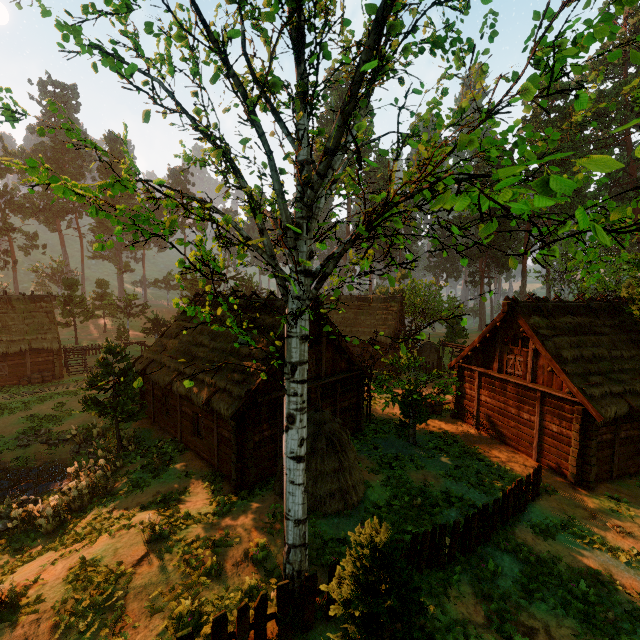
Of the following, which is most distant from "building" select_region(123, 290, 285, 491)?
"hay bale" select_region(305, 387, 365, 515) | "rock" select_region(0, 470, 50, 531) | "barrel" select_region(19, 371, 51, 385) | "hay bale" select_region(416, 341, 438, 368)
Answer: "rock" select_region(0, 470, 50, 531)

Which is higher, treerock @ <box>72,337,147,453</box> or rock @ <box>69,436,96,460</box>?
treerock @ <box>72,337,147,453</box>

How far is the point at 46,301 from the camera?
31.9m

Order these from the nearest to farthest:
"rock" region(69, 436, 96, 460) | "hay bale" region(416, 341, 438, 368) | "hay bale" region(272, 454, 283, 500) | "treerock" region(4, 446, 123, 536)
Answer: "hay bale" region(272, 454, 283, 500) < "treerock" region(4, 446, 123, 536) < "rock" region(69, 436, 96, 460) < "hay bale" region(416, 341, 438, 368)

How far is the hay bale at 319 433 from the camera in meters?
11.1 m

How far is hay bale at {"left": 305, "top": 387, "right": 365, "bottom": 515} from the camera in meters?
11.1 m

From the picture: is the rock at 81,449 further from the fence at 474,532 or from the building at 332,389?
the fence at 474,532

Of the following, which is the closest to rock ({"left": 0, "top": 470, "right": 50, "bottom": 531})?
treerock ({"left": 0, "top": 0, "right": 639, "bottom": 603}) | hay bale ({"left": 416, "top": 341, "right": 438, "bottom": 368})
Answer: treerock ({"left": 0, "top": 0, "right": 639, "bottom": 603})
